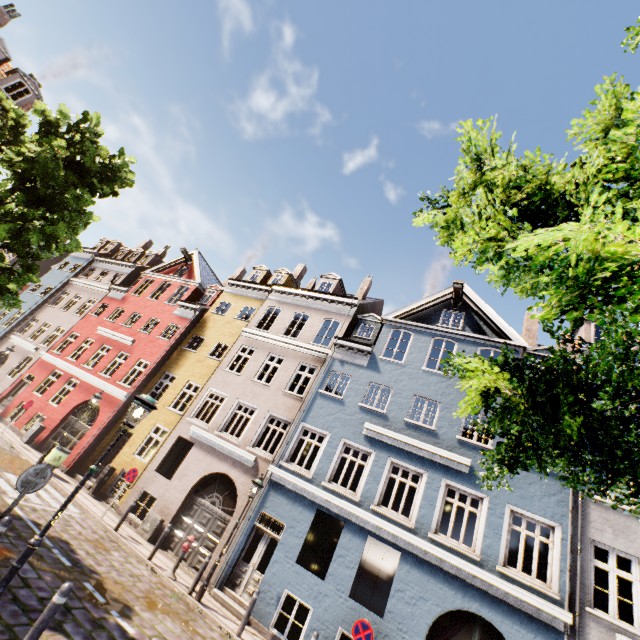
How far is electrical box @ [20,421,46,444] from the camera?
17.22m

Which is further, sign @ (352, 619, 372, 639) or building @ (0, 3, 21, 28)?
building @ (0, 3, 21, 28)

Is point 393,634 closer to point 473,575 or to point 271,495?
point 473,575

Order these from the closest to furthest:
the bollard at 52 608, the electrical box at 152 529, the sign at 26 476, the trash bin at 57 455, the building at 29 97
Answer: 1. the bollard at 52 608
2. the sign at 26 476
3. the electrical box at 152 529
4. the trash bin at 57 455
5. the building at 29 97

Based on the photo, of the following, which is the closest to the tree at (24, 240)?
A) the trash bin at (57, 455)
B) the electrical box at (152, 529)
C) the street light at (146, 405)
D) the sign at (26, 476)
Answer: the street light at (146, 405)

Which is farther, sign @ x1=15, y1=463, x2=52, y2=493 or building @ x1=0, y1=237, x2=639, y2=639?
building @ x1=0, y1=237, x2=639, y2=639

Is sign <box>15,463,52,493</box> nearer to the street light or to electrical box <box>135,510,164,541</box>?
the street light

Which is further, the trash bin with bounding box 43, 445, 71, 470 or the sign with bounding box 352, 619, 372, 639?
the trash bin with bounding box 43, 445, 71, 470
